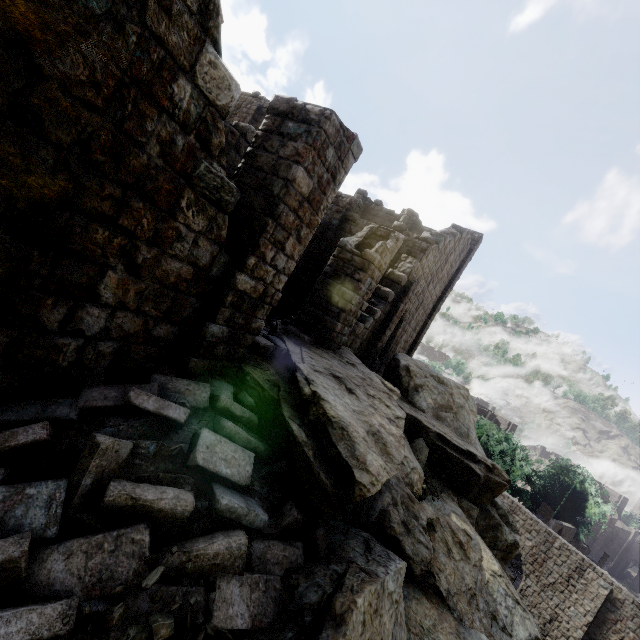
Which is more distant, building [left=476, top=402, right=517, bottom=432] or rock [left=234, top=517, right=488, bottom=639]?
building [left=476, top=402, right=517, bottom=432]

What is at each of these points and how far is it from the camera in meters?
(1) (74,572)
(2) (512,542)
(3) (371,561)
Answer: (1) rubble, 2.7
(2) rock, 13.3
(3) rock, 4.4

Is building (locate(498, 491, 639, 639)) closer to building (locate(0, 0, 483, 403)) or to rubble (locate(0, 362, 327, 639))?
building (locate(0, 0, 483, 403))

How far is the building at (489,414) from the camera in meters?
48.8 m

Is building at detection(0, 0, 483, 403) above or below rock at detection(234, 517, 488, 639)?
above

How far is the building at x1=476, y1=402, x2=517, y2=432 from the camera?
48.78m

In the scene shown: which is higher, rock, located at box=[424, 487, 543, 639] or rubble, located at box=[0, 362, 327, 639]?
rubble, located at box=[0, 362, 327, 639]

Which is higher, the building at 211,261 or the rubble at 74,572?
the building at 211,261
